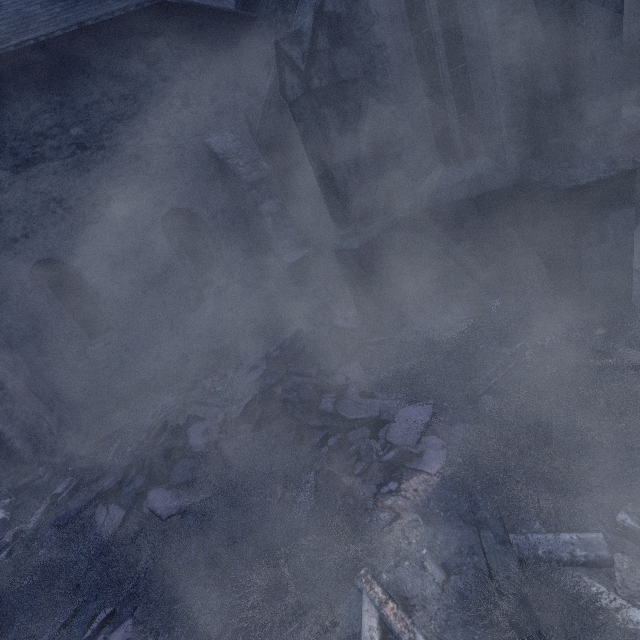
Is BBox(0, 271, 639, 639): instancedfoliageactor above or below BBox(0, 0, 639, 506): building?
below

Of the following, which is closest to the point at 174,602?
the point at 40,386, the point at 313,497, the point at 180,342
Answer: the point at 313,497

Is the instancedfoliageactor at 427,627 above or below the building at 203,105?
below

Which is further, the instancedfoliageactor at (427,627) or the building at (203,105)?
the building at (203,105)

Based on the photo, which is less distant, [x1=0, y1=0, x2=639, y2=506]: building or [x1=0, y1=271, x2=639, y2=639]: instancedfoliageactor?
[x1=0, y1=271, x2=639, y2=639]: instancedfoliageactor
